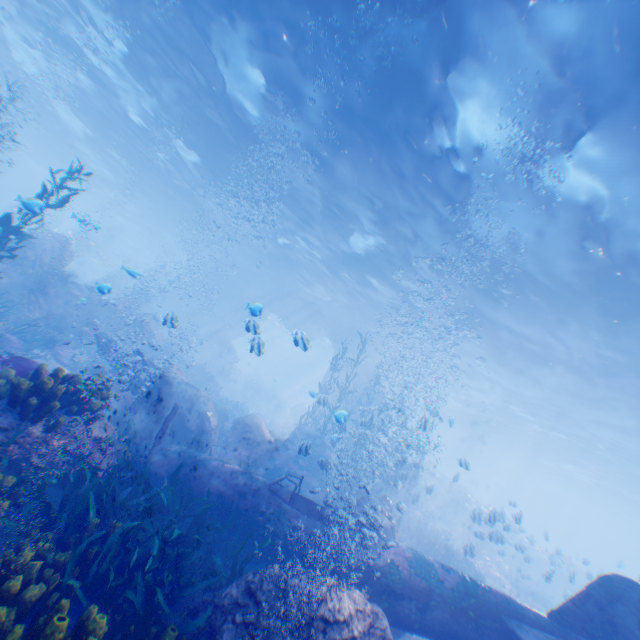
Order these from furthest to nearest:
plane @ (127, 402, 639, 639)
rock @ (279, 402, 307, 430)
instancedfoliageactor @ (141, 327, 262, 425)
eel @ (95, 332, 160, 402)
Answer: rock @ (279, 402, 307, 430) < instancedfoliageactor @ (141, 327, 262, 425) < eel @ (95, 332, 160, 402) < plane @ (127, 402, 639, 639)

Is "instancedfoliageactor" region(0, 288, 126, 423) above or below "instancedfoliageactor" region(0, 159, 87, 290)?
below

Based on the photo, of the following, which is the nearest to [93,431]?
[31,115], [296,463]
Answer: [296,463]

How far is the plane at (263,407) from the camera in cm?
3909

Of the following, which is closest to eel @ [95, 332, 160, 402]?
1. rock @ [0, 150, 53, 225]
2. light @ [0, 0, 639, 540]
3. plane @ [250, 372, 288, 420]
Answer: rock @ [0, 150, 53, 225]

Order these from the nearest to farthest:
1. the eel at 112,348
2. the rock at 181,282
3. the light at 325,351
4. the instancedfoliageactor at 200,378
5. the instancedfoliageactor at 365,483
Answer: the light at 325,351, the eel at 112,348, the instancedfoliageactor at 365,483, the rock at 181,282, the instancedfoliageactor at 200,378

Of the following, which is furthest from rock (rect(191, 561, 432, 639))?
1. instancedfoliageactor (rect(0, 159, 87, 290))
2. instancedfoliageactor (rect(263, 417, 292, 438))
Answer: instancedfoliageactor (rect(263, 417, 292, 438))

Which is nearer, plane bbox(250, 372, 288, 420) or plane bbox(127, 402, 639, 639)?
plane bbox(127, 402, 639, 639)
